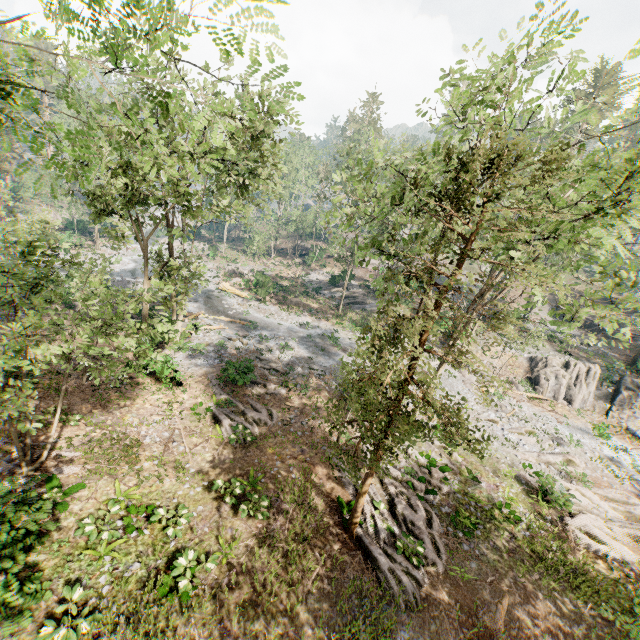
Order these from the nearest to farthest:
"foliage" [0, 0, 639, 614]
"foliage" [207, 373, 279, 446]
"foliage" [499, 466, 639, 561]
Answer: "foliage" [0, 0, 639, 614] < "foliage" [499, 466, 639, 561] < "foliage" [207, 373, 279, 446]

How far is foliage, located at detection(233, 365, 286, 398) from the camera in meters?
19.2

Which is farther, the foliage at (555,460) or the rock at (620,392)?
the rock at (620,392)

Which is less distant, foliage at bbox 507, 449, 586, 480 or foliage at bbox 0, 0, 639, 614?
foliage at bbox 0, 0, 639, 614

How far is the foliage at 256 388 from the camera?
19.2m

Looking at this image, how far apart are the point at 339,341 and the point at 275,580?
20.8m
